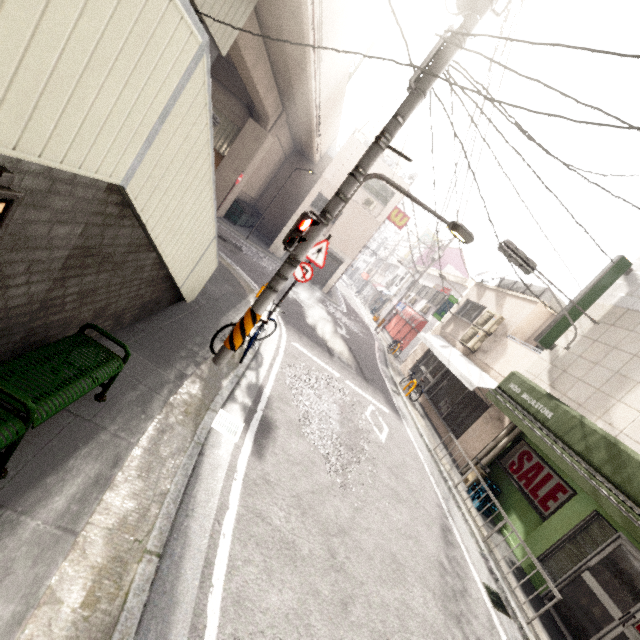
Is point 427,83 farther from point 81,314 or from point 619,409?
point 619,409

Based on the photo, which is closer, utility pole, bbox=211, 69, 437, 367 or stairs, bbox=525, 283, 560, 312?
utility pole, bbox=211, 69, 437, 367

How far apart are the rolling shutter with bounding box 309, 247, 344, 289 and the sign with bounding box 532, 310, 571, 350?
14.44m

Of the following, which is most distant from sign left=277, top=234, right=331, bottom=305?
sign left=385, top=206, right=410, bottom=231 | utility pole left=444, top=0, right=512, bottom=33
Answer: sign left=385, top=206, right=410, bottom=231

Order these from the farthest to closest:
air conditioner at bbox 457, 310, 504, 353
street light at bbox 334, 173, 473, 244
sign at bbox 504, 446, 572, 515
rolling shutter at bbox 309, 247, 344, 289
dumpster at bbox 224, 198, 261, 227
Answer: rolling shutter at bbox 309, 247, 344, 289, dumpster at bbox 224, 198, 261, 227, air conditioner at bbox 457, 310, 504, 353, sign at bbox 504, 446, 572, 515, street light at bbox 334, 173, 473, 244

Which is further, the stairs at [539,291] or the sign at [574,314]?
the stairs at [539,291]

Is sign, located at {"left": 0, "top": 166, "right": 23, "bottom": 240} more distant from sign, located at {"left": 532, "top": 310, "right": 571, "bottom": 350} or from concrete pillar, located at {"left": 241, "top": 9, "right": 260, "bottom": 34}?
sign, located at {"left": 532, "top": 310, "right": 571, "bottom": 350}

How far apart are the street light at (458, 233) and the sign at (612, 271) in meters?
5.0 m
